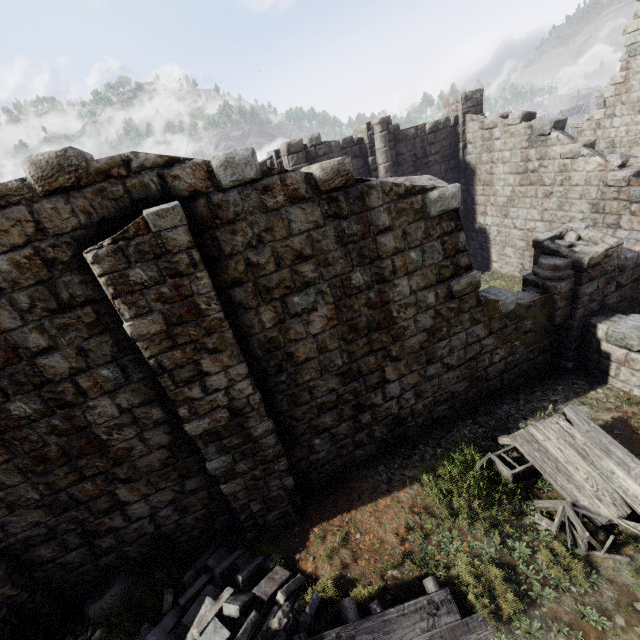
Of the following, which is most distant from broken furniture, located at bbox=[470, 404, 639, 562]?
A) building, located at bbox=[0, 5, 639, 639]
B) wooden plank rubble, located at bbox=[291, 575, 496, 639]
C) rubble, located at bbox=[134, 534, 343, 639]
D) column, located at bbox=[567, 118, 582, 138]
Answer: column, located at bbox=[567, 118, 582, 138]

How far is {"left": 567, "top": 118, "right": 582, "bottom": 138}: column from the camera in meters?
15.9 m

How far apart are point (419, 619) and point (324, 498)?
3.06m

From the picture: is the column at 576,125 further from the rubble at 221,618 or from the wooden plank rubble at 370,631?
the rubble at 221,618

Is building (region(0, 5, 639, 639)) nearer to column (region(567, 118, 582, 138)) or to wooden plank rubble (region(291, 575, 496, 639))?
column (region(567, 118, 582, 138))

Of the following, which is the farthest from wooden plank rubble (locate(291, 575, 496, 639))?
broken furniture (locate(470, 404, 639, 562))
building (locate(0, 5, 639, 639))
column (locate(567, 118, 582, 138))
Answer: column (locate(567, 118, 582, 138))

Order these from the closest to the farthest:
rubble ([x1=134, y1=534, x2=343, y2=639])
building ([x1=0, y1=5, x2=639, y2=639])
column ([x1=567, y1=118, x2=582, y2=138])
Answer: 1. building ([x1=0, y1=5, x2=639, y2=639])
2. rubble ([x1=134, y1=534, x2=343, y2=639])
3. column ([x1=567, y1=118, x2=582, y2=138])

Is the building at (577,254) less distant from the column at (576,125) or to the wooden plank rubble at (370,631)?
the column at (576,125)
